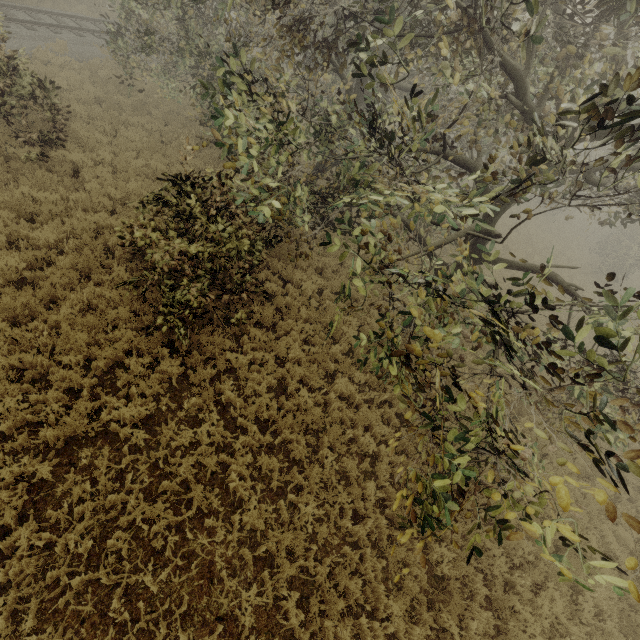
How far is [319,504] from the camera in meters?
6.7 m

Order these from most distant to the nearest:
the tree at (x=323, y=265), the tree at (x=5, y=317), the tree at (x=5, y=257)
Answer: the tree at (x=323, y=265), the tree at (x=5, y=257), the tree at (x=5, y=317)

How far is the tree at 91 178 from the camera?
9.7 meters

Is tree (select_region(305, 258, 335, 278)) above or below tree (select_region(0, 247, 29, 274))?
above

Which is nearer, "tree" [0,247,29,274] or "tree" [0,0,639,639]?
"tree" [0,0,639,639]

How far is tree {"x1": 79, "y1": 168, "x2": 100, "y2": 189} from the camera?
9.74m
